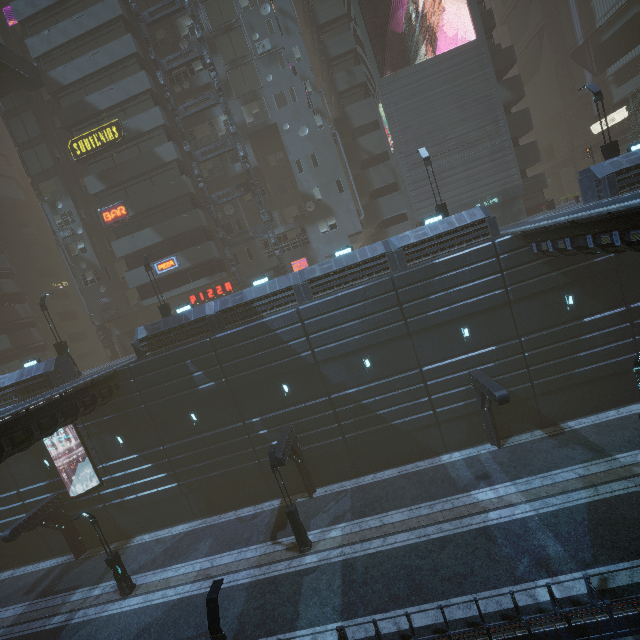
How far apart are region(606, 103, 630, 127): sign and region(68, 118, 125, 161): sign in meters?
51.7 m

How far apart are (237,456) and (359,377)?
9.8m

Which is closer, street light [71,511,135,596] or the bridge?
street light [71,511,135,596]

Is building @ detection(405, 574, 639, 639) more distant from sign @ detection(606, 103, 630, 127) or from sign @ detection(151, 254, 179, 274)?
sign @ detection(606, 103, 630, 127)

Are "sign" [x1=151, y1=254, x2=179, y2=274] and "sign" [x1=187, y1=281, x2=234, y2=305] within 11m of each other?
yes

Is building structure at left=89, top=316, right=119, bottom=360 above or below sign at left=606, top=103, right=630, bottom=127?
below

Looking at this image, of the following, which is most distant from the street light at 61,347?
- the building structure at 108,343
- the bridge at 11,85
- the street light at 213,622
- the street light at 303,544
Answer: the street light at 213,622

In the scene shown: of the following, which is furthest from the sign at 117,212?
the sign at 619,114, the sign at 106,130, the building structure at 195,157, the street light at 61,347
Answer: the sign at 619,114
